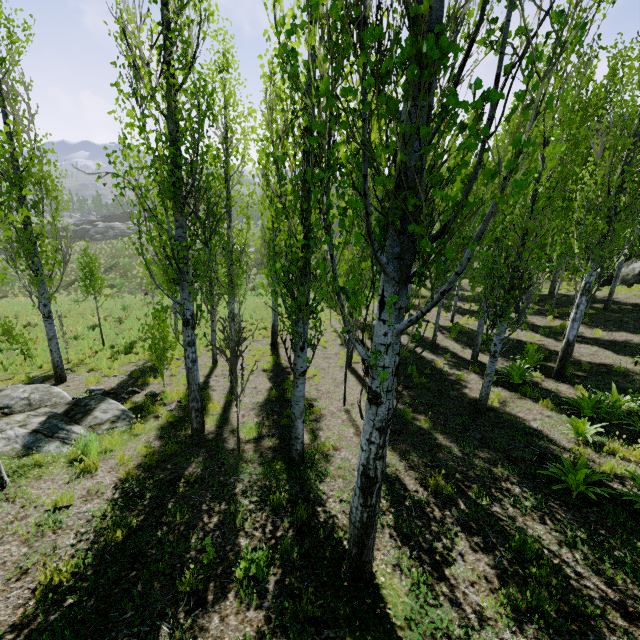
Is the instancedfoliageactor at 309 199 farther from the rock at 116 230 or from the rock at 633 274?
the rock at 116 230

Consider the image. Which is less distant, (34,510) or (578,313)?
(34,510)

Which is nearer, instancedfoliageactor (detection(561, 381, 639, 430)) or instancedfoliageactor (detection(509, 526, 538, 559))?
instancedfoliageactor (detection(509, 526, 538, 559))

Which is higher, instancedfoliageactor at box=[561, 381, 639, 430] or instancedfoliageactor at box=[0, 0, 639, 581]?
instancedfoliageactor at box=[0, 0, 639, 581]

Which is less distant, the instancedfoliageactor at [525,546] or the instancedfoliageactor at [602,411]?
the instancedfoliageactor at [525,546]

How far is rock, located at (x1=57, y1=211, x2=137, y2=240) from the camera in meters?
47.2
